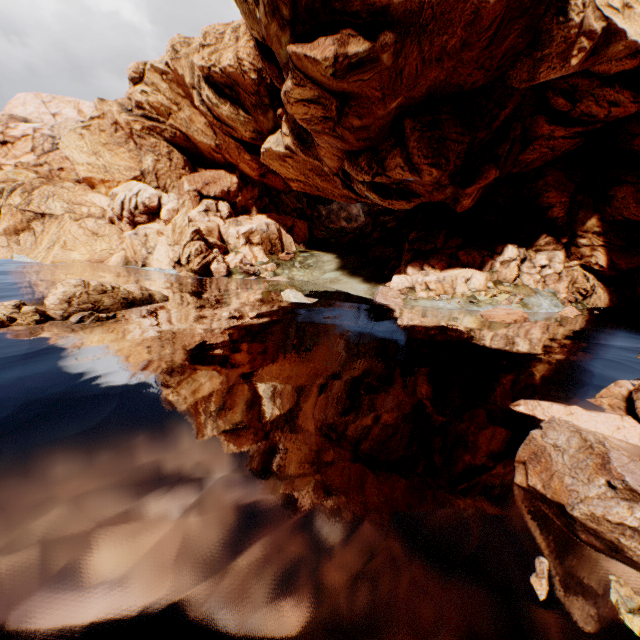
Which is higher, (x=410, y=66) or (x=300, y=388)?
(x=410, y=66)

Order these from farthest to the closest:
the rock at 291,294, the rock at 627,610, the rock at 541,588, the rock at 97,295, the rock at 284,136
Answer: the rock at 291,294
the rock at 284,136
the rock at 97,295
the rock at 541,588
the rock at 627,610

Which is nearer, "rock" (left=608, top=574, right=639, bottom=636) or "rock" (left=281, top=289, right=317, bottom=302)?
"rock" (left=608, top=574, right=639, bottom=636)

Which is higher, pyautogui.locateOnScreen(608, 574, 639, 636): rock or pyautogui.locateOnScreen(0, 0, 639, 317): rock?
pyautogui.locateOnScreen(0, 0, 639, 317): rock

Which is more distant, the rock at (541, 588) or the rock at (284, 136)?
the rock at (284, 136)

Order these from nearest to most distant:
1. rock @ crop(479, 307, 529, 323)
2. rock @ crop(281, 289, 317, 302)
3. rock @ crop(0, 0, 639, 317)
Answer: rock @ crop(0, 0, 639, 317) → rock @ crop(479, 307, 529, 323) → rock @ crop(281, 289, 317, 302)
